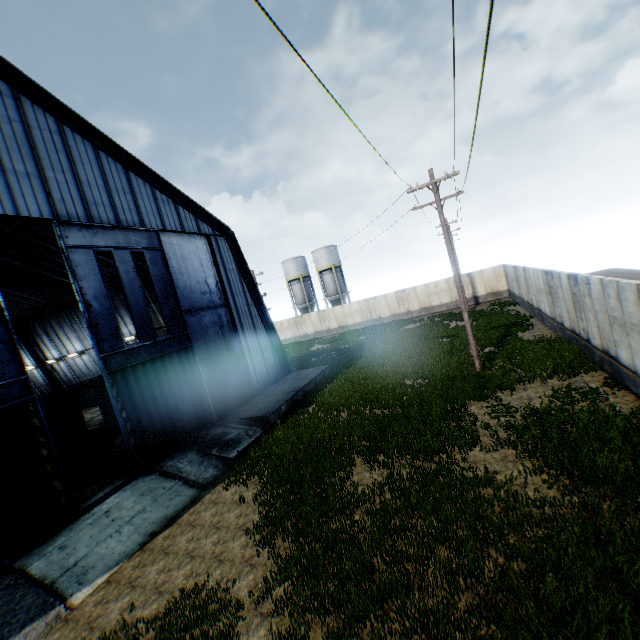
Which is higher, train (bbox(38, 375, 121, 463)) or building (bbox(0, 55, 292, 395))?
building (bbox(0, 55, 292, 395))

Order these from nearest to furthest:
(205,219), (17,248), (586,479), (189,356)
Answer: (586,479) < (189,356) < (205,219) < (17,248)

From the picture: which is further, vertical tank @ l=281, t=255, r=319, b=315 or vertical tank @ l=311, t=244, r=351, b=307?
vertical tank @ l=281, t=255, r=319, b=315

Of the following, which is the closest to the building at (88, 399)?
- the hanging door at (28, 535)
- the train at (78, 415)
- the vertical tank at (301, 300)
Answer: the hanging door at (28, 535)

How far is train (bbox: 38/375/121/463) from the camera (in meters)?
17.47

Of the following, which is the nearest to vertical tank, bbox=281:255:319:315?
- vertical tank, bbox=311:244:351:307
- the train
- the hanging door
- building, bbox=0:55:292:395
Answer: vertical tank, bbox=311:244:351:307

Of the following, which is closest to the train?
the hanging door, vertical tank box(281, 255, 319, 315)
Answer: the hanging door

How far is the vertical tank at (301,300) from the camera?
51.2m
